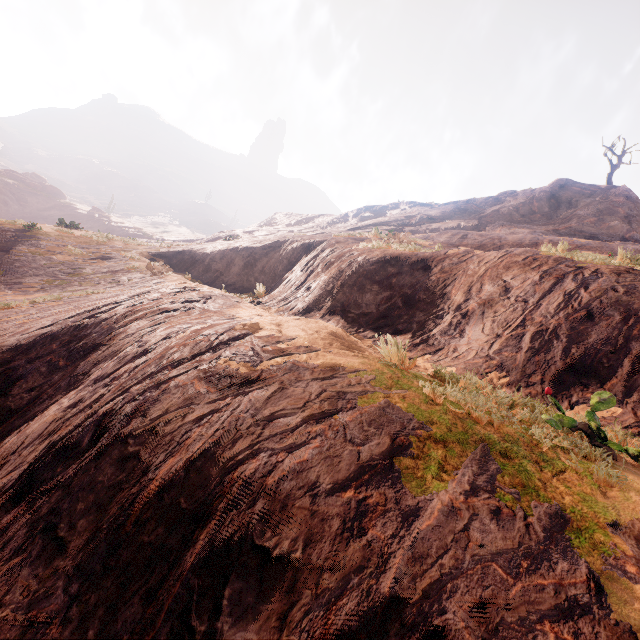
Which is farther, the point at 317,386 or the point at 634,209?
the point at 634,209
